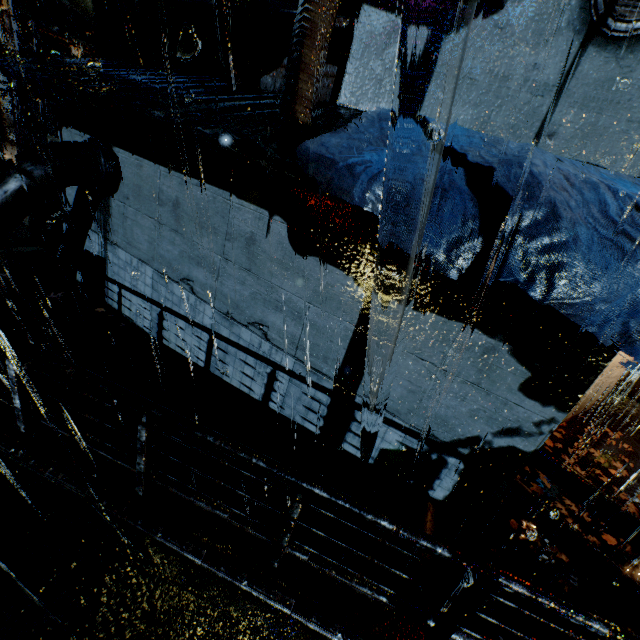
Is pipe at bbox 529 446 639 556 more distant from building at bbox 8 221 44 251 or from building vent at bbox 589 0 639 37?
building vent at bbox 589 0 639 37

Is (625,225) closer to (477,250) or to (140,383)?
(477,250)

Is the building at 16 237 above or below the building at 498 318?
below

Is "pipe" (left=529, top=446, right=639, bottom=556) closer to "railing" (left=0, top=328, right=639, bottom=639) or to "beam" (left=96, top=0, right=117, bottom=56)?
"railing" (left=0, top=328, right=639, bottom=639)

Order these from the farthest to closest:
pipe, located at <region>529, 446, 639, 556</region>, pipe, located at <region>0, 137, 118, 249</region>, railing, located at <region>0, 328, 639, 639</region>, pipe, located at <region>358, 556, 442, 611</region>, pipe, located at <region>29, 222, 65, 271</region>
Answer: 1. pipe, located at <region>29, 222, 65, 271</region>
2. pipe, located at <region>0, 137, 118, 249</region>
3. pipe, located at <region>529, 446, 639, 556</region>
4. pipe, located at <region>358, 556, 442, 611</region>
5. railing, located at <region>0, 328, 639, 639</region>

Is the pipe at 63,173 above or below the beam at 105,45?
below

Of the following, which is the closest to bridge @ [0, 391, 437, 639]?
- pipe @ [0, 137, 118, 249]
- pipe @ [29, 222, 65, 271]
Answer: pipe @ [0, 137, 118, 249]

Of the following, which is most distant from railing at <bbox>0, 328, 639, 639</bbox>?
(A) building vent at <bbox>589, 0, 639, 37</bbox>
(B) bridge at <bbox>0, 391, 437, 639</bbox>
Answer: (A) building vent at <bbox>589, 0, 639, 37</bbox>
